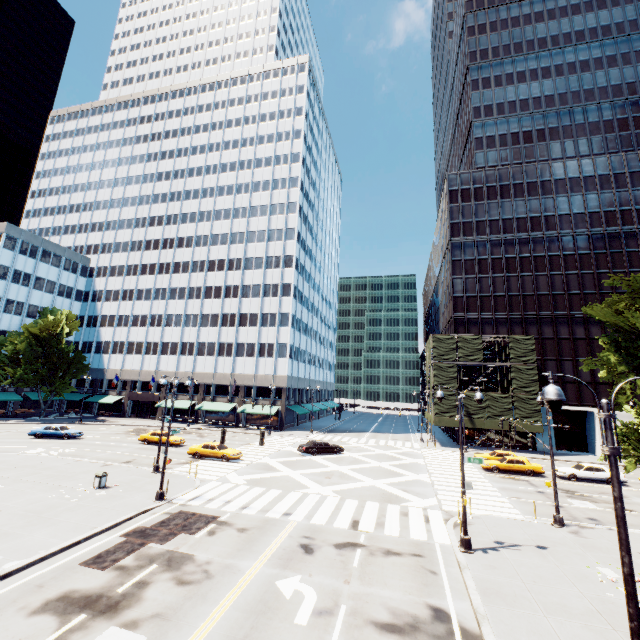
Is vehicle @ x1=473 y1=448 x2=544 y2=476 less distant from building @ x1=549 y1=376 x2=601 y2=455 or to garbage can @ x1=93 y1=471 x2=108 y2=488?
building @ x1=549 y1=376 x2=601 y2=455

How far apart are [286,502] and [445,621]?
11.84m

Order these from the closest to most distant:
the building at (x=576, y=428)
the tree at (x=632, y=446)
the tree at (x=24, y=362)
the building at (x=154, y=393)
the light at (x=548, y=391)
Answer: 1. the light at (x=548, y=391)
2. the tree at (x=632, y=446)
3. the building at (x=576, y=428)
4. the tree at (x=24, y=362)
5. the building at (x=154, y=393)

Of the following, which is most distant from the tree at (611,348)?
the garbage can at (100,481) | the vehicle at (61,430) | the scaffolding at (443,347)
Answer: the scaffolding at (443,347)

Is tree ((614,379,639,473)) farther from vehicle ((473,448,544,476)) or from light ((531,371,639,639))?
vehicle ((473,448,544,476))

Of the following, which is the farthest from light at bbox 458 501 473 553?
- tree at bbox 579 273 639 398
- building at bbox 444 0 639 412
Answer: building at bbox 444 0 639 412

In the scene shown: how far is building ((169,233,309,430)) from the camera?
54.8 meters

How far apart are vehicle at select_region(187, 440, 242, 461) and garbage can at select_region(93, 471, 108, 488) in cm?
1012
